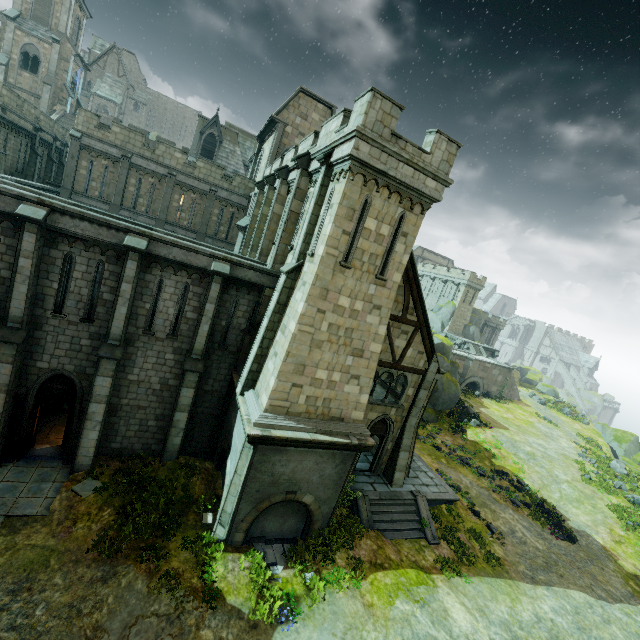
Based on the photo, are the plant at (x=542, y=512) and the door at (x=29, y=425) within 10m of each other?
no

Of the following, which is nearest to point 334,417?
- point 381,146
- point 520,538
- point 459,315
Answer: point 381,146

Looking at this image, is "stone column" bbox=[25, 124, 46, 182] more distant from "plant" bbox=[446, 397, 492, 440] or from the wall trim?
"plant" bbox=[446, 397, 492, 440]

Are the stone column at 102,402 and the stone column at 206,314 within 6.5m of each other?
yes

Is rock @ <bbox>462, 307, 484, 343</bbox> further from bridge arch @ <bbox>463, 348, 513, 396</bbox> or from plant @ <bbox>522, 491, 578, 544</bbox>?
plant @ <bbox>522, 491, 578, 544</bbox>

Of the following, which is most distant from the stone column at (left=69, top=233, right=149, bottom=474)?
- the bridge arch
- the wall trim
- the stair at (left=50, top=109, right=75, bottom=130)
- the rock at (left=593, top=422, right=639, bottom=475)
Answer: the bridge arch

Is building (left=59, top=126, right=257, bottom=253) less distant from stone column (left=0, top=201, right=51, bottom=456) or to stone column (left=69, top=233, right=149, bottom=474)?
stone column (left=69, top=233, right=149, bottom=474)

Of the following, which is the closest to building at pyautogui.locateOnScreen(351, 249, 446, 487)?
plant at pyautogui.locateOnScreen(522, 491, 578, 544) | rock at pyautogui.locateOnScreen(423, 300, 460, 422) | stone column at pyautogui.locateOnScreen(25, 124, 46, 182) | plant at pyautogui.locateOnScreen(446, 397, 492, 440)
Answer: rock at pyautogui.locateOnScreen(423, 300, 460, 422)
